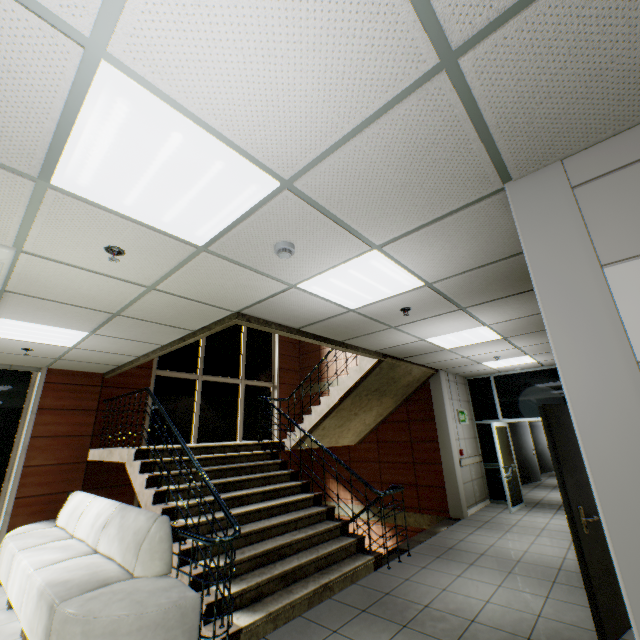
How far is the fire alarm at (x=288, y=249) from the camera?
2.5m

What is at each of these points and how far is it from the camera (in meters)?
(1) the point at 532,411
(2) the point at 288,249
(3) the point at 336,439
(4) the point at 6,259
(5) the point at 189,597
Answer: (1) doorway, 8.26
(2) fire alarm, 2.54
(3) stairs, 8.19
(4) air conditioning vent, 2.54
(5) sofa, 2.72

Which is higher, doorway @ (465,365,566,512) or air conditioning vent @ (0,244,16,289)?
air conditioning vent @ (0,244,16,289)

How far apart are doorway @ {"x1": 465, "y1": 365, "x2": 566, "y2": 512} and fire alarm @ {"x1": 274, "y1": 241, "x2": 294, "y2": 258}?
7.7 meters

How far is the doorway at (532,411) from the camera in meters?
7.9

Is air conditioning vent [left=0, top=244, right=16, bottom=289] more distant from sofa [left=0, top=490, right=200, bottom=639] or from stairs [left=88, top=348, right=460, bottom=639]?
sofa [left=0, top=490, right=200, bottom=639]

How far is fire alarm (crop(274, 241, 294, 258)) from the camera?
2.51m

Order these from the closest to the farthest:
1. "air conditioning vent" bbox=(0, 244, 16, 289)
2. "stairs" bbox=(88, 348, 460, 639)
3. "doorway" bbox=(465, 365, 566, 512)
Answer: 1. "air conditioning vent" bbox=(0, 244, 16, 289)
2. "stairs" bbox=(88, 348, 460, 639)
3. "doorway" bbox=(465, 365, 566, 512)
